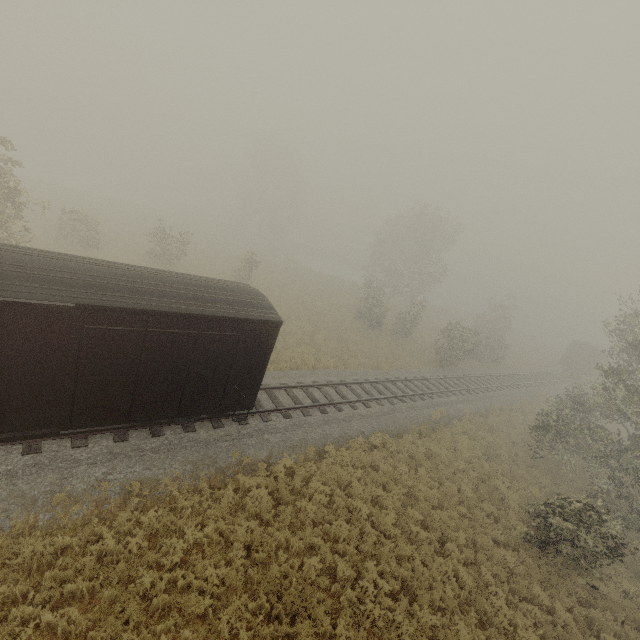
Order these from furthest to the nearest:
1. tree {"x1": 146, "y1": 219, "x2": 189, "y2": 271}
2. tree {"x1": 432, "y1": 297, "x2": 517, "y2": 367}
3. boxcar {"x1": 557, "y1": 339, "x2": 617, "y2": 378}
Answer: boxcar {"x1": 557, "y1": 339, "x2": 617, "y2": 378}, tree {"x1": 432, "y1": 297, "x2": 517, "y2": 367}, tree {"x1": 146, "y1": 219, "x2": 189, "y2": 271}

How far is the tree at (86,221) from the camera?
23.62m

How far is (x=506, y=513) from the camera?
14.1 meters

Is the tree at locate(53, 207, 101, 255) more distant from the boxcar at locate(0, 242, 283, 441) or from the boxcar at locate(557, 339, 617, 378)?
the boxcar at locate(557, 339, 617, 378)

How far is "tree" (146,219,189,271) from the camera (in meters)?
25.47

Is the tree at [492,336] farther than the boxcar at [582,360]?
No
